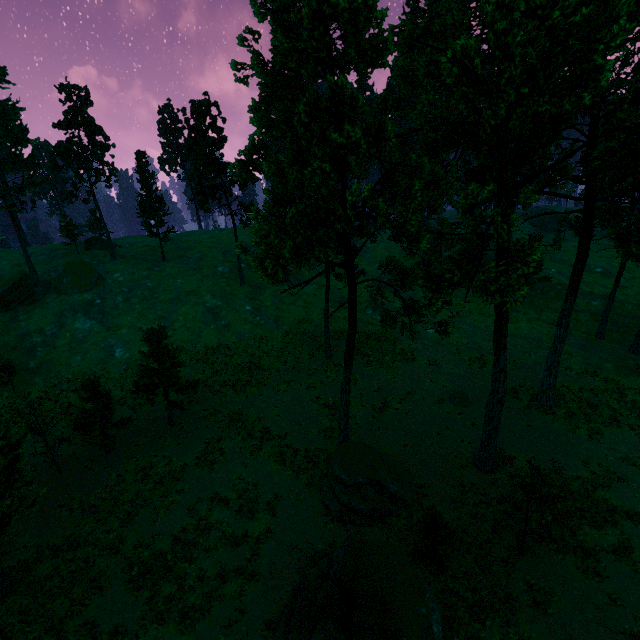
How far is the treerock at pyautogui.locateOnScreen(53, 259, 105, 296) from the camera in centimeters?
4209cm

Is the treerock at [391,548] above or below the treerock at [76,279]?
below

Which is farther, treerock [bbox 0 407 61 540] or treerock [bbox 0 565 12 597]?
treerock [bbox 0 565 12 597]

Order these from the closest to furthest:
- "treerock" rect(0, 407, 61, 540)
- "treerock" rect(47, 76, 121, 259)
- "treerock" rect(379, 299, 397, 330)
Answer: "treerock" rect(0, 407, 61, 540)
"treerock" rect(379, 299, 397, 330)
"treerock" rect(47, 76, 121, 259)

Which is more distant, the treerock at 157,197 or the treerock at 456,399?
the treerock at 157,197

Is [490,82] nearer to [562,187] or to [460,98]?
[460,98]
